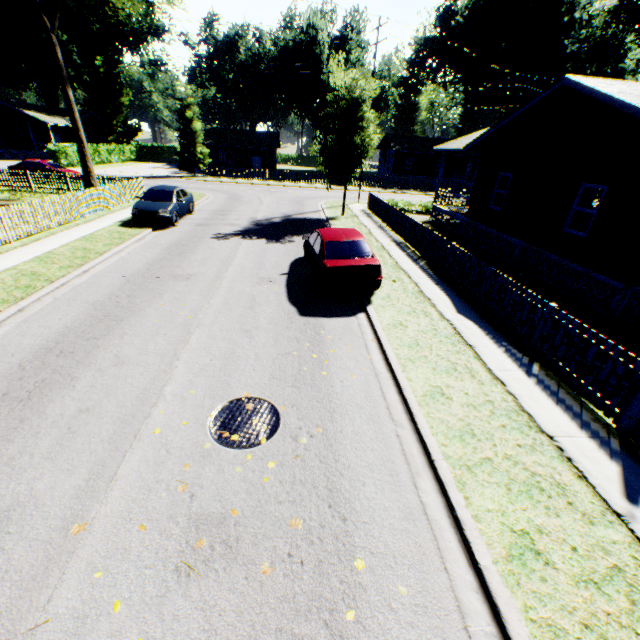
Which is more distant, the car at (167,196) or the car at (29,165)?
the car at (29,165)

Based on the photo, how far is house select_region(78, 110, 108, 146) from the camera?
49.0m

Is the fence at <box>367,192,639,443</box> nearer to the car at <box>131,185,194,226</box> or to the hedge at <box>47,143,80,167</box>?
the car at <box>131,185,194,226</box>

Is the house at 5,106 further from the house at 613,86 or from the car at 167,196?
the house at 613,86

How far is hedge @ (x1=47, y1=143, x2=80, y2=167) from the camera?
35.41m

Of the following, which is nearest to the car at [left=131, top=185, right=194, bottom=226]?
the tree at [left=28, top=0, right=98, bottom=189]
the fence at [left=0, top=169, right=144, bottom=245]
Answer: the fence at [left=0, top=169, right=144, bottom=245]

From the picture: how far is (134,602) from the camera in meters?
3.1 m

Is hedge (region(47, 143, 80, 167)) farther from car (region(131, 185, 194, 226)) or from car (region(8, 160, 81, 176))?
car (region(131, 185, 194, 226))
